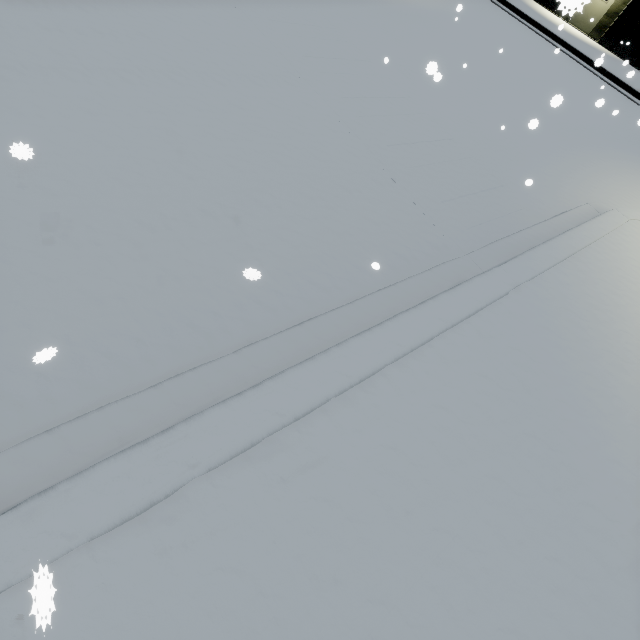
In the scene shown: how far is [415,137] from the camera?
5.8 meters
